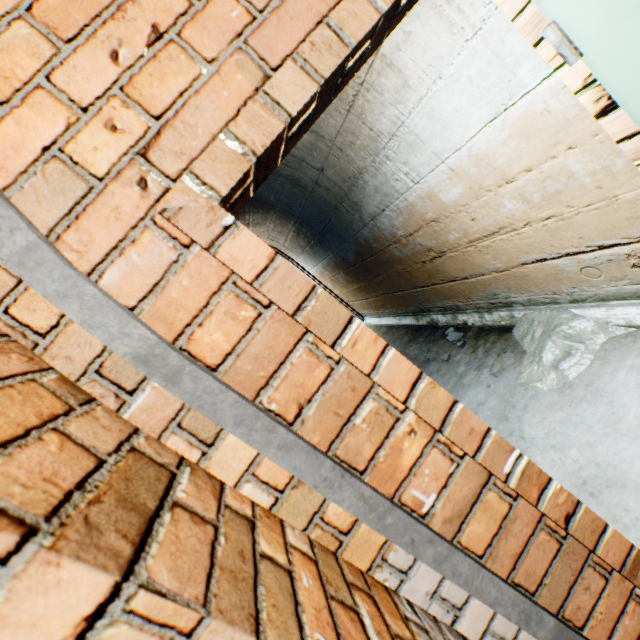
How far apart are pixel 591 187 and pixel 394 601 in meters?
1.9 m

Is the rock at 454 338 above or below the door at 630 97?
below

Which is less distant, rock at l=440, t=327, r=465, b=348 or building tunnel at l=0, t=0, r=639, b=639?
building tunnel at l=0, t=0, r=639, b=639

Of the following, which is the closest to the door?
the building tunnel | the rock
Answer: the building tunnel

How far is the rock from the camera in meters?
3.4

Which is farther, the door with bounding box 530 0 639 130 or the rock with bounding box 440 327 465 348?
the rock with bounding box 440 327 465 348

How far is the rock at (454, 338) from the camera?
3.4 meters
